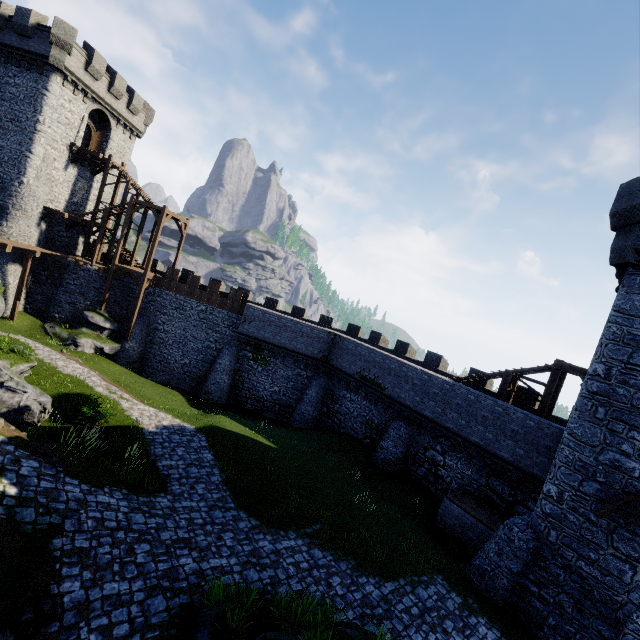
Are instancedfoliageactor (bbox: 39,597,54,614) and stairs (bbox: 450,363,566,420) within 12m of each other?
no

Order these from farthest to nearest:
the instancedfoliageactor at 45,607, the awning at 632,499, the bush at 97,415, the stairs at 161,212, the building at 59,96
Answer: the stairs at 161,212 → the building at 59,96 → the bush at 97,415 → the awning at 632,499 → the instancedfoliageactor at 45,607

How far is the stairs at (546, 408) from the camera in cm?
1630

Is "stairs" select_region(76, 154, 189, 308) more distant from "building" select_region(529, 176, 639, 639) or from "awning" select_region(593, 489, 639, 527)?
"awning" select_region(593, 489, 639, 527)

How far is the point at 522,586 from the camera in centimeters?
1206cm

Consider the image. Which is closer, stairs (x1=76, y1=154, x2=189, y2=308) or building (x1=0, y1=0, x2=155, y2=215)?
building (x1=0, y1=0, x2=155, y2=215)

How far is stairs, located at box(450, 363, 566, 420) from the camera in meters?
16.3 m

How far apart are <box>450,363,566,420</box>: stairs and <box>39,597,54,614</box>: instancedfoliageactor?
19.23m
